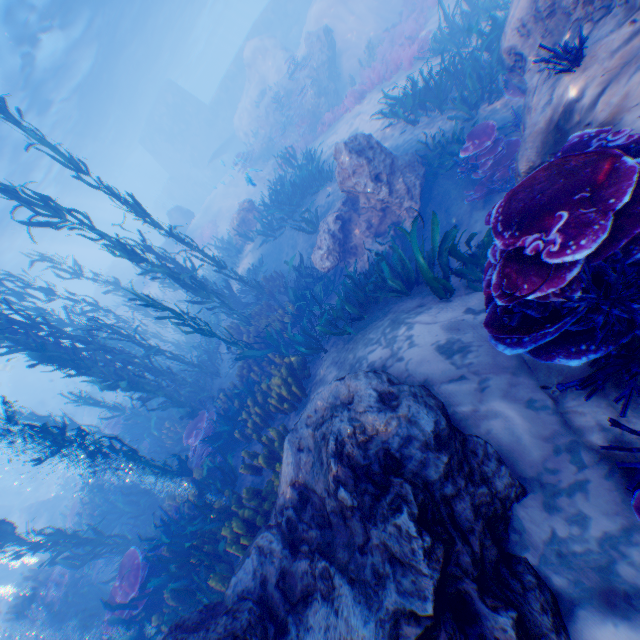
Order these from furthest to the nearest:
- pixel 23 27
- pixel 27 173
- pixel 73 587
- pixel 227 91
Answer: pixel 227 91, pixel 27 173, pixel 23 27, pixel 73 587

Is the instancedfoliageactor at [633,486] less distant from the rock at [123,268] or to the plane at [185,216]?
the rock at [123,268]

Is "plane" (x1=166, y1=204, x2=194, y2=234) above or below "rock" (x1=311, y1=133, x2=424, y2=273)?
above

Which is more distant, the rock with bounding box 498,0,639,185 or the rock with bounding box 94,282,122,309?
the rock with bounding box 94,282,122,309

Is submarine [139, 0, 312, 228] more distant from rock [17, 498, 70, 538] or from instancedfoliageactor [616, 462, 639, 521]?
instancedfoliageactor [616, 462, 639, 521]

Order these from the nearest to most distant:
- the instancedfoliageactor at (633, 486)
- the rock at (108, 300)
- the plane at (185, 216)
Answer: the instancedfoliageactor at (633, 486) → the plane at (185, 216) → the rock at (108, 300)
